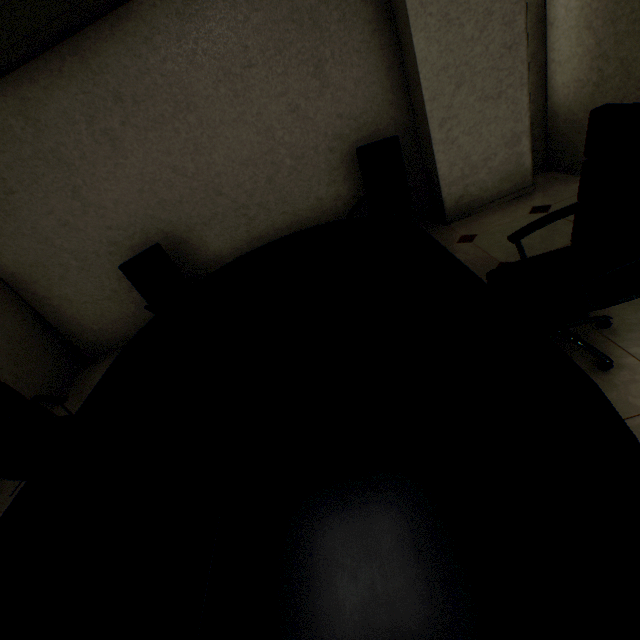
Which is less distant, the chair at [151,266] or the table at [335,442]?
the table at [335,442]

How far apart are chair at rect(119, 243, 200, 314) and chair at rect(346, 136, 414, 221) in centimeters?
166cm

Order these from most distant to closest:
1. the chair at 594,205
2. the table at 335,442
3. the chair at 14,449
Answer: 1. the chair at 14,449
2. the chair at 594,205
3. the table at 335,442

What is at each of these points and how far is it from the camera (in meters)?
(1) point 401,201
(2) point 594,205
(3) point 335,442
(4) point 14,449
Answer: (1) chair, 3.01
(2) chair, 1.61
(3) table, 1.12
(4) chair, 2.47

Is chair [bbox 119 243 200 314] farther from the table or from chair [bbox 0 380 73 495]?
chair [bbox 0 380 73 495]

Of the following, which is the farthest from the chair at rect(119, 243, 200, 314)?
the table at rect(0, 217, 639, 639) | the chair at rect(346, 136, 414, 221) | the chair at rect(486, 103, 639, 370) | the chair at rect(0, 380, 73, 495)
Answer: the chair at rect(486, 103, 639, 370)

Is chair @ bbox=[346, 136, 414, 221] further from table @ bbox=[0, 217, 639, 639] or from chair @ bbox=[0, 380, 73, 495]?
chair @ bbox=[0, 380, 73, 495]

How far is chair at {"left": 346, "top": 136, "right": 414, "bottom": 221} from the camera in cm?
301
